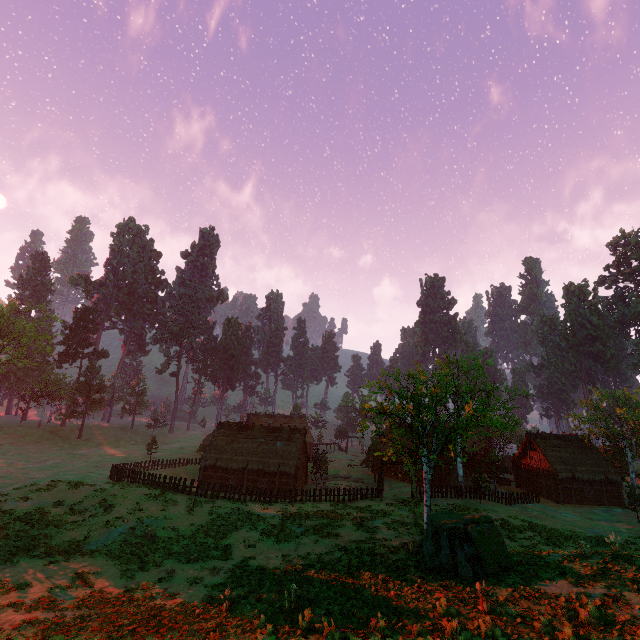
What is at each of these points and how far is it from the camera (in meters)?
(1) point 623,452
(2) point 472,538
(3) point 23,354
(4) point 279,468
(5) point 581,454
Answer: (1) treerock, 47.19
(2) treerock, 13.94
(3) treerock, 53.62
(4) building, 38.91
(5) building, 42.12

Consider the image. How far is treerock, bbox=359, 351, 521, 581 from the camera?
13.8m

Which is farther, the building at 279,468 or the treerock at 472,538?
the building at 279,468

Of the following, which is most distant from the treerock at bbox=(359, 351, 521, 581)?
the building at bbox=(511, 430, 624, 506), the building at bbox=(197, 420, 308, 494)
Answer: the building at bbox=(511, 430, 624, 506)

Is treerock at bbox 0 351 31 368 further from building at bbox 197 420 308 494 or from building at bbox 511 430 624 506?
building at bbox 511 430 624 506

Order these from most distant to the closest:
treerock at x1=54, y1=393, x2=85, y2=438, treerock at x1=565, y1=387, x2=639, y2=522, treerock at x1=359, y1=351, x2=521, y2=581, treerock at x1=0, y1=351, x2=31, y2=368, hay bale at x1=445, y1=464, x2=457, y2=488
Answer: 1. treerock at x1=54, y1=393, x2=85, y2=438
2. treerock at x1=0, y1=351, x2=31, y2=368
3. hay bale at x1=445, y1=464, x2=457, y2=488
4. treerock at x1=565, y1=387, x2=639, y2=522
5. treerock at x1=359, y1=351, x2=521, y2=581

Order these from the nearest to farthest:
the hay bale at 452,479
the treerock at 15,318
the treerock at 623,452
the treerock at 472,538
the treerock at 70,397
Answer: the treerock at 472,538 < the treerock at 623,452 < the hay bale at 452,479 < the treerock at 15,318 < the treerock at 70,397
